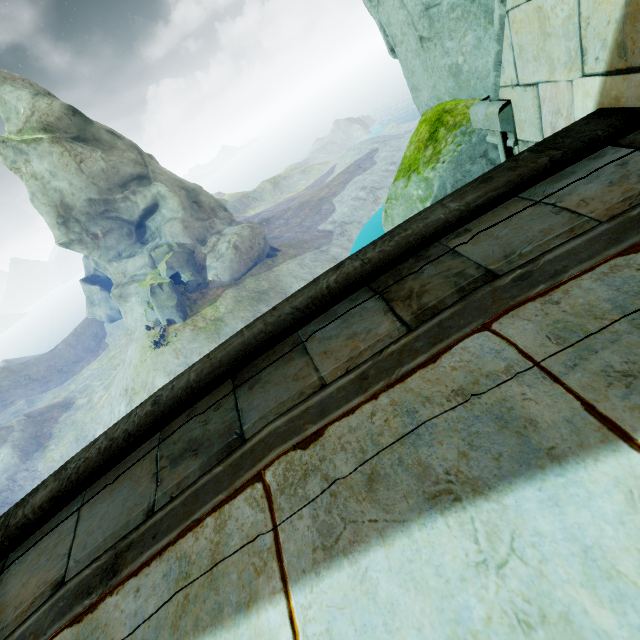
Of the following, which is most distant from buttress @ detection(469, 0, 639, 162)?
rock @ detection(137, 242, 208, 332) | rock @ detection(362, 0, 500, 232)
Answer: rock @ detection(137, 242, 208, 332)

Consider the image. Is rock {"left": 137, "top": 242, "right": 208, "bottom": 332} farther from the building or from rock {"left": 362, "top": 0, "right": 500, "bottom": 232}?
the building

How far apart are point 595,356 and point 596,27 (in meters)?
1.73

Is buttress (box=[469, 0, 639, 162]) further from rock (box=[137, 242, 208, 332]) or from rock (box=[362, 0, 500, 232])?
rock (box=[137, 242, 208, 332])

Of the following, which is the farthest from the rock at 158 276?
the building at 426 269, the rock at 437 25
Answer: the building at 426 269

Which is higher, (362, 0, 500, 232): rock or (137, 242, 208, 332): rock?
(362, 0, 500, 232): rock

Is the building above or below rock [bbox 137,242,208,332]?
above

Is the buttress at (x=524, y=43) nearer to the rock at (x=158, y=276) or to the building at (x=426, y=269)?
the building at (x=426, y=269)
